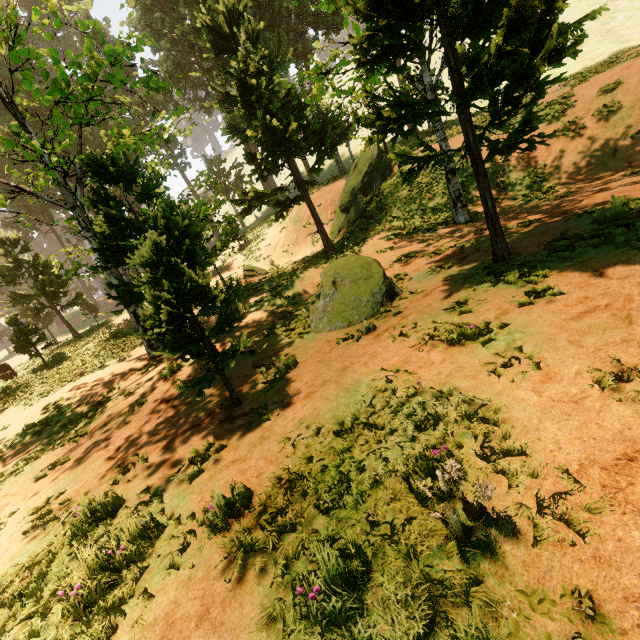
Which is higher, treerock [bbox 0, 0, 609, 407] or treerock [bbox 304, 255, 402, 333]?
treerock [bbox 0, 0, 609, 407]

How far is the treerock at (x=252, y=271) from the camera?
22.23m

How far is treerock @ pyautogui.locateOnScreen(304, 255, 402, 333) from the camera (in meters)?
8.45

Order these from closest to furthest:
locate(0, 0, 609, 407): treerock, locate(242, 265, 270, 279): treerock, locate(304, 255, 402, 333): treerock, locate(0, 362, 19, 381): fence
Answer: locate(0, 0, 609, 407): treerock < locate(304, 255, 402, 333): treerock < locate(0, 362, 19, 381): fence < locate(242, 265, 270, 279): treerock

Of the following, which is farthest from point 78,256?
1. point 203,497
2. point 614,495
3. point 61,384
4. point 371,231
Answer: point 614,495

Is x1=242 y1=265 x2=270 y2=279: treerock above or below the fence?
below

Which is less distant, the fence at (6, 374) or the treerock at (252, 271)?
the fence at (6, 374)
